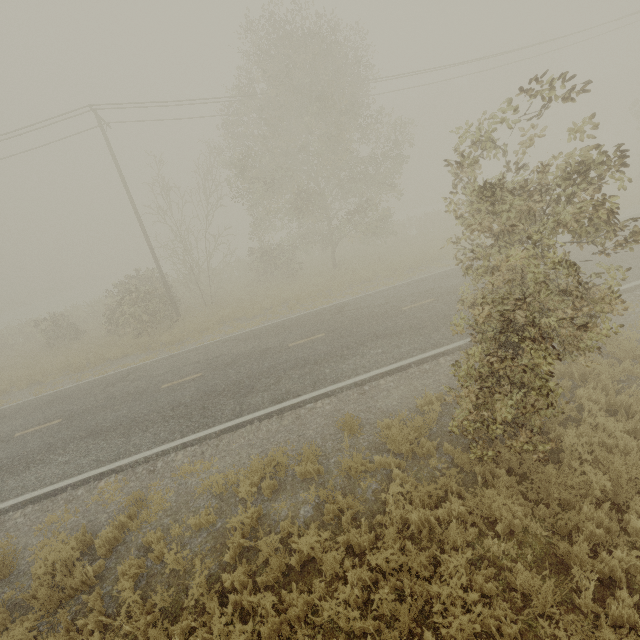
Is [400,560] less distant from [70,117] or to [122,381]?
[122,381]
